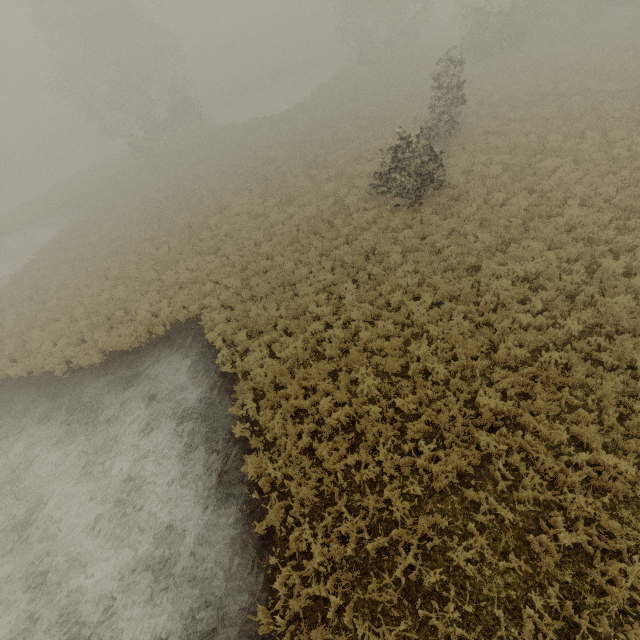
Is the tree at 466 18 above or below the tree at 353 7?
below

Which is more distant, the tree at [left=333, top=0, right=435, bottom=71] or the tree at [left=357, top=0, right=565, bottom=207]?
the tree at [left=333, top=0, right=435, bottom=71]

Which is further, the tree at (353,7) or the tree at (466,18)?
the tree at (353,7)

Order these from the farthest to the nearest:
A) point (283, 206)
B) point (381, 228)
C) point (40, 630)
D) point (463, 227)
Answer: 1. point (283, 206)
2. point (381, 228)
3. point (463, 227)
4. point (40, 630)

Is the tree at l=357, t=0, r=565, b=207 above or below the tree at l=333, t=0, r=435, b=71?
below
